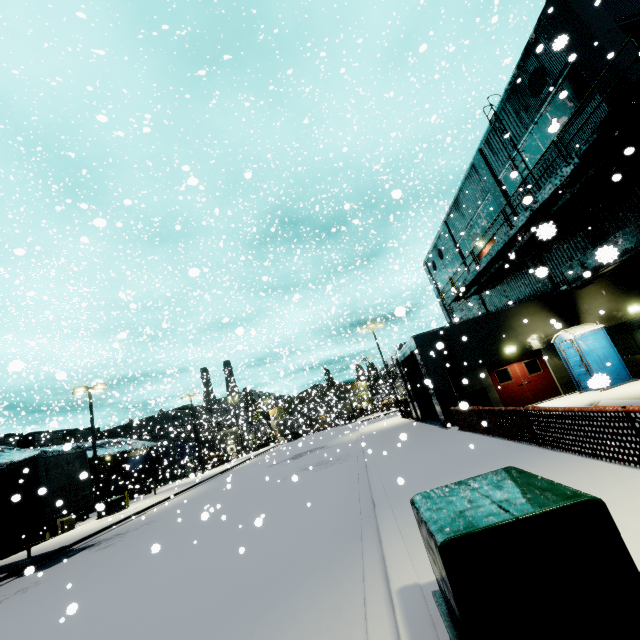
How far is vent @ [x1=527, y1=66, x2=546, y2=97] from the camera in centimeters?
1412cm

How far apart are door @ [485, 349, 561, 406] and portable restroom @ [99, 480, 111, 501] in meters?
41.4

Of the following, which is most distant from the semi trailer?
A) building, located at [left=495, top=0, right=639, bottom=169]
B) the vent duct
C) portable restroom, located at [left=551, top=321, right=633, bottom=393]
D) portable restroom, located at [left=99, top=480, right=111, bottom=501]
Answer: portable restroom, located at [left=99, top=480, right=111, bottom=501]

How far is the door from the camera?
16.2 meters

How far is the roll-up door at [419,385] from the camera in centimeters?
1977cm

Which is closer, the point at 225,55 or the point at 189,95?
the point at 189,95

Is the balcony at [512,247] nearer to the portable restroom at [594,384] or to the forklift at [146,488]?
the portable restroom at [594,384]

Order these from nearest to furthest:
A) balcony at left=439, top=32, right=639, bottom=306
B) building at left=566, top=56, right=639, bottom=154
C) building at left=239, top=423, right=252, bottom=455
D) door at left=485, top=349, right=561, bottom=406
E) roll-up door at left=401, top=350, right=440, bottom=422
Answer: balcony at left=439, top=32, right=639, bottom=306 → building at left=566, top=56, right=639, bottom=154 → door at left=485, top=349, right=561, bottom=406 → roll-up door at left=401, top=350, right=440, bottom=422 → building at left=239, top=423, right=252, bottom=455
